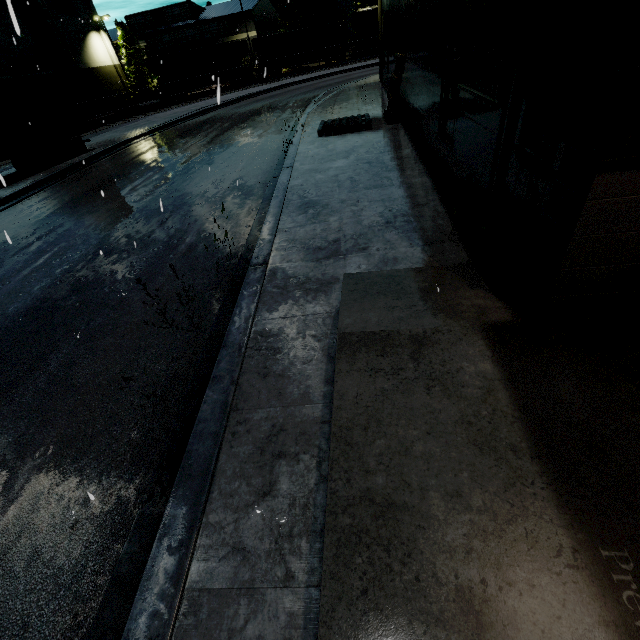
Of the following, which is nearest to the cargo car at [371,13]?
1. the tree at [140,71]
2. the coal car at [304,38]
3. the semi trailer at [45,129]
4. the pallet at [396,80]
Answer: the coal car at [304,38]

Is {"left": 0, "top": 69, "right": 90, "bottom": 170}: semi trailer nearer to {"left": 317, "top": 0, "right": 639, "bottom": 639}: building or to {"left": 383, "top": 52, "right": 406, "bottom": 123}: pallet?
{"left": 317, "top": 0, "right": 639, "bottom": 639}: building

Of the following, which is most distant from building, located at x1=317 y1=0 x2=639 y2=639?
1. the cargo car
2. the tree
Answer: the cargo car

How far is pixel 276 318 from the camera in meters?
4.2

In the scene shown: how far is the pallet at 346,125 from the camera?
11.5m

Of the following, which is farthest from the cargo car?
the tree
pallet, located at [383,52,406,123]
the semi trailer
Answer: pallet, located at [383,52,406,123]

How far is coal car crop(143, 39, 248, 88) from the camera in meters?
36.2

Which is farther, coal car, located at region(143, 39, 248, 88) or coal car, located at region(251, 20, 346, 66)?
coal car, located at region(251, 20, 346, 66)
